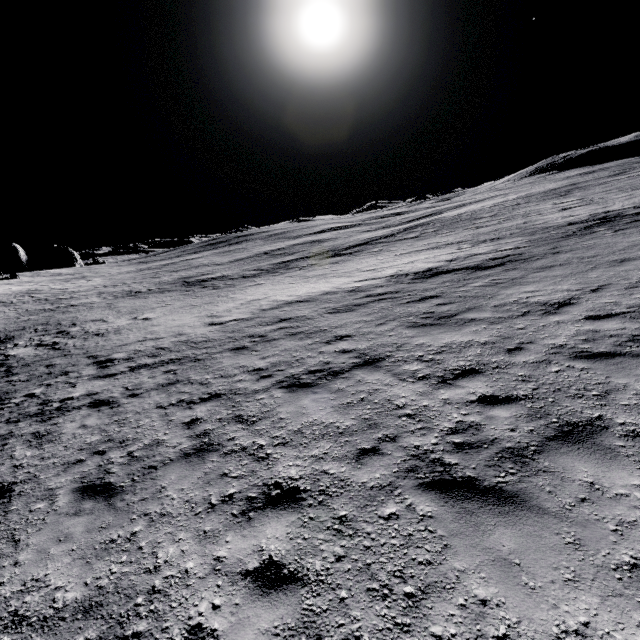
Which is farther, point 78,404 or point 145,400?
point 78,404
